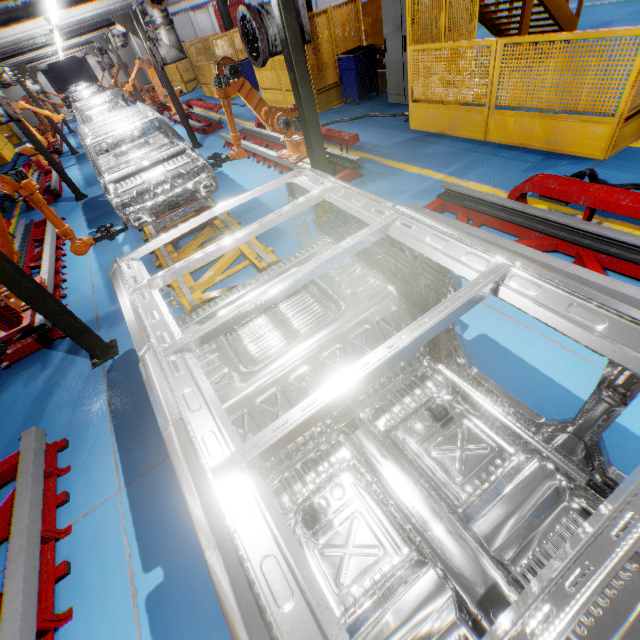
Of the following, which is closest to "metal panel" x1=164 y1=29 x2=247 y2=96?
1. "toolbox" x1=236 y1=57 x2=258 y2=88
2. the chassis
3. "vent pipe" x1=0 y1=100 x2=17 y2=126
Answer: "toolbox" x1=236 y1=57 x2=258 y2=88

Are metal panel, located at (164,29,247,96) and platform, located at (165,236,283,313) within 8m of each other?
yes

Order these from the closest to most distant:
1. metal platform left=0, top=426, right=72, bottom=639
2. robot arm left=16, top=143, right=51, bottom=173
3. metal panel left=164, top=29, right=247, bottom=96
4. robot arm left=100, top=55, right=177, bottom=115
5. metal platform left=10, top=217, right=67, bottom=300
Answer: metal platform left=0, top=426, right=72, bottom=639
metal platform left=10, top=217, right=67, bottom=300
robot arm left=16, top=143, right=51, bottom=173
robot arm left=100, top=55, right=177, bottom=115
metal panel left=164, top=29, right=247, bottom=96

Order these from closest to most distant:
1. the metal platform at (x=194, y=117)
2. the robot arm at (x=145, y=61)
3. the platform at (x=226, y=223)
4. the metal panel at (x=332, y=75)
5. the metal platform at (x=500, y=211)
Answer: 1. the metal platform at (x=500, y=211)
2. the platform at (x=226, y=223)
3. the metal panel at (x=332, y=75)
4. the metal platform at (x=194, y=117)
5. the robot arm at (x=145, y=61)

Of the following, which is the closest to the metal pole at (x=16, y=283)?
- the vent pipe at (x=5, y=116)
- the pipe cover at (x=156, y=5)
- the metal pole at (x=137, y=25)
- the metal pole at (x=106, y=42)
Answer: the vent pipe at (x=5, y=116)

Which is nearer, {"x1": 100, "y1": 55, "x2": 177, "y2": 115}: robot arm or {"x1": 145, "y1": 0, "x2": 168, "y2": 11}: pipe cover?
{"x1": 145, "y1": 0, "x2": 168, "y2": 11}: pipe cover

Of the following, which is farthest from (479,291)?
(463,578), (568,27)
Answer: (568,27)

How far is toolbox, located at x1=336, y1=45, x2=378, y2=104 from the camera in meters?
9.0 m
